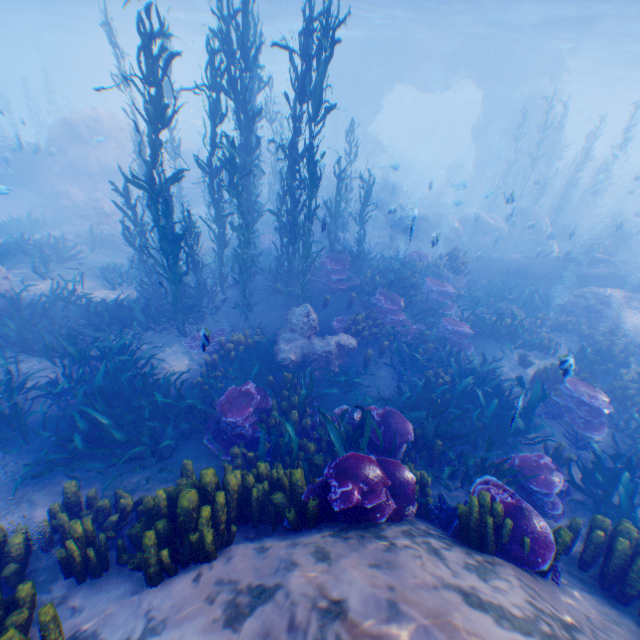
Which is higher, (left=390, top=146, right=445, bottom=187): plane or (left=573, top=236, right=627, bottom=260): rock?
(left=573, top=236, right=627, bottom=260): rock

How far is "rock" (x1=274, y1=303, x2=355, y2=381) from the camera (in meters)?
8.48

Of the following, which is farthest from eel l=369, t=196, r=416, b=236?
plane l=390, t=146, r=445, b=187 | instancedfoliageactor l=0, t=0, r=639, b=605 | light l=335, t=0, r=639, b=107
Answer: plane l=390, t=146, r=445, b=187

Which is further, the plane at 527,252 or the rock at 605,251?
the rock at 605,251

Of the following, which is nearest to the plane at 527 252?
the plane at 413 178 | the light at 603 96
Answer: the light at 603 96

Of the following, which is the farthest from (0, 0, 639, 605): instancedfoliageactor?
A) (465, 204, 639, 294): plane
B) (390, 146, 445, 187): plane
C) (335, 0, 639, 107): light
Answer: (390, 146, 445, 187): plane

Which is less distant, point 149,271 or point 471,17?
point 149,271
